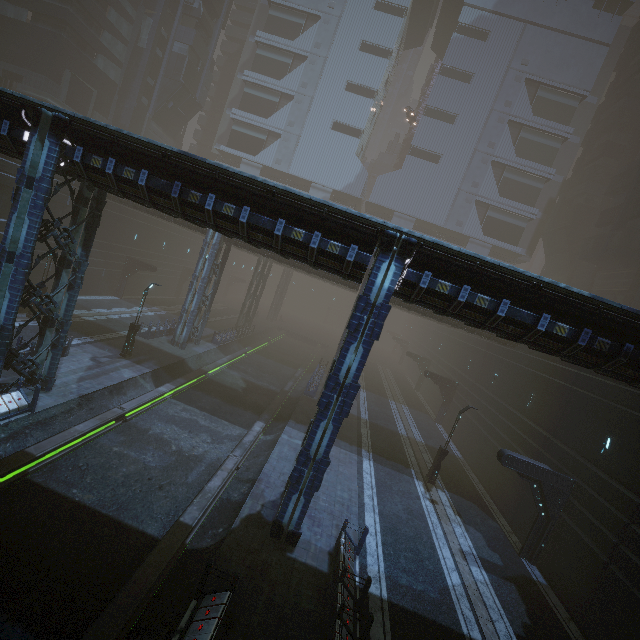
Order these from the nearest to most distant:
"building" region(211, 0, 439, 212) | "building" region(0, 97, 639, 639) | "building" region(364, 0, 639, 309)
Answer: "building" region(0, 97, 639, 639)
"building" region(364, 0, 639, 309)
"building" region(211, 0, 439, 212)

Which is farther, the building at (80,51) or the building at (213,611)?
the building at (80,51)

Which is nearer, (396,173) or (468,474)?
(468,474)

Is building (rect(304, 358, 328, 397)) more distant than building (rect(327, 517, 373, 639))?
Yes

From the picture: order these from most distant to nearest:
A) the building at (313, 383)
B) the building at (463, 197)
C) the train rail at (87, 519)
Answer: the building at (463, 197) < the building at (313, 383) < the train rail at (87, 519)

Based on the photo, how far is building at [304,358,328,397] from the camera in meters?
28.0
